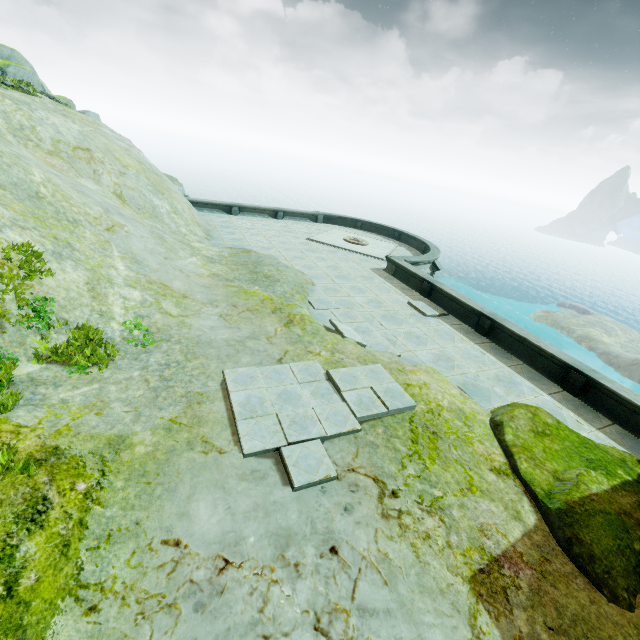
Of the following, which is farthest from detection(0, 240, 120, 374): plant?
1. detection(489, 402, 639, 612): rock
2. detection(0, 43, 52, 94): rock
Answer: detection(0, 43, 52, 94): rock

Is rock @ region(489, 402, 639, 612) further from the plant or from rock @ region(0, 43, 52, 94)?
the plant

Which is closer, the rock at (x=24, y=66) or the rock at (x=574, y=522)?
the rock at (x=574, y=522)

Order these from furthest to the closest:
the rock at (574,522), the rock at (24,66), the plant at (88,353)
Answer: the rock at (24,66) < the plant at (88,353) < the rock at (574,522)

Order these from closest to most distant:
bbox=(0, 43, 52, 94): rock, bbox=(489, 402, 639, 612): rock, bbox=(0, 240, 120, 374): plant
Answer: bbox=(489, 402, 639, 612): rock < bbox=(0, 240, 120, 374): plant < bbox=(0, 43, 52, 94): rock

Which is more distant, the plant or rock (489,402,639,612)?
the plant

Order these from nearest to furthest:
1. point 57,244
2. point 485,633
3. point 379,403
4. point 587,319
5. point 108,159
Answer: point 485,633, point 379,403, point 57,244, point 108,159, point 587,319

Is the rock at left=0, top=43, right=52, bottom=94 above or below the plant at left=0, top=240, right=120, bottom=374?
above
